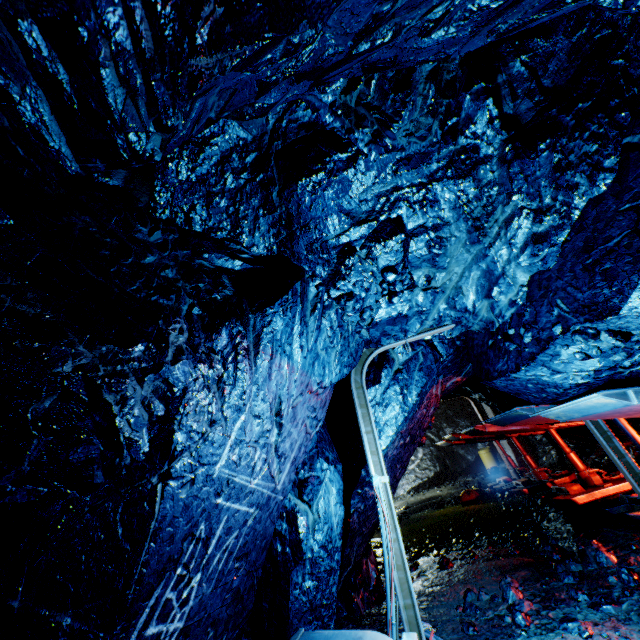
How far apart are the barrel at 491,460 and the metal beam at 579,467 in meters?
10.2

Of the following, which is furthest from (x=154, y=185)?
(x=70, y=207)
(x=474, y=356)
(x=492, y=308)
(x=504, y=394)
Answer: (x=504, y=394)

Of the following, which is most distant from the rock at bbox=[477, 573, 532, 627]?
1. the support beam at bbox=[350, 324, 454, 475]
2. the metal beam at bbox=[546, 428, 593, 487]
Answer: the metal beam at bbox=[546, 428, 593, 487]

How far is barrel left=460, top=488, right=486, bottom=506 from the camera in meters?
12.2

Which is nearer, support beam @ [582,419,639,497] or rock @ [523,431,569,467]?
support beam @ [582,419,639,497]

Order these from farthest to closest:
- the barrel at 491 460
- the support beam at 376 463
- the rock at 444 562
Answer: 1. the barrel at 491 460
2. the rock at 444 562
3. the support beam at 376 463

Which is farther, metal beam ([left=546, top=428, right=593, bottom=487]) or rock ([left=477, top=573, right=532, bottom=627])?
metal beam ([left=546, top=428, right=593, bottom=487])

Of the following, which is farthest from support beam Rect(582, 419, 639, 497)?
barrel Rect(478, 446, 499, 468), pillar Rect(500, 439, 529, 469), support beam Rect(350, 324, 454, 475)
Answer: barrel Rect(478, 446, 499, 468)
